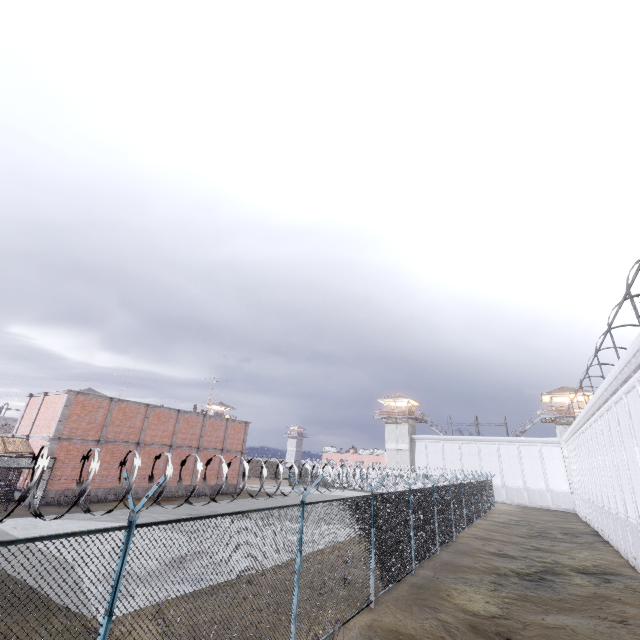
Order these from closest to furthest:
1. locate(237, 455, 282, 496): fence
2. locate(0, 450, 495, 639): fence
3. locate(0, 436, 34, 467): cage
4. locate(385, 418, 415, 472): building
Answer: locate(0, 450, 495, 639): fence, locate(237, 455, 282, 496): fence, locate(0, 436, 34, 467): cage, locate(385, 418, 415, 472): building

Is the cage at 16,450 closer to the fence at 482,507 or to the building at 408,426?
the fence at 482,507

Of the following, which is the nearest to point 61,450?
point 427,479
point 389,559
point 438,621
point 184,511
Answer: point 184,511

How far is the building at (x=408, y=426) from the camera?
50.91m

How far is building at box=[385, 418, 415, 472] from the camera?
50.9m

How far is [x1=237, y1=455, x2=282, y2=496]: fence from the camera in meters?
5.7 m

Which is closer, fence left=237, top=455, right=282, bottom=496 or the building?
fence left=237, top=455, right=282, bottom=496
